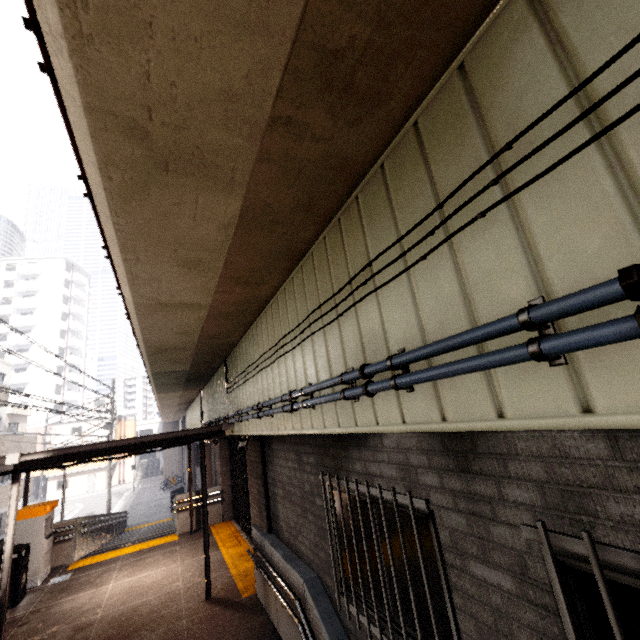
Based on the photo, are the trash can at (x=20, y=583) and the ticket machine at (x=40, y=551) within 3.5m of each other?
yes

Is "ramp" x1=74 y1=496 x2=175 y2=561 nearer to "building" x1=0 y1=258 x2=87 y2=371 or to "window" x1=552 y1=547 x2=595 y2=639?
"window" x1=552 y1=547 x2=595 y2=639

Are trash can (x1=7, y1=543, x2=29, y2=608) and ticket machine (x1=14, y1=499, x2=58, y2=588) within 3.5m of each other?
yes

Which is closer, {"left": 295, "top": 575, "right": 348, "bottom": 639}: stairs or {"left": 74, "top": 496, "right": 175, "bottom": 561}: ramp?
{"left": 295, "top": 575, "right": 348, "bottom": 639}: stairs

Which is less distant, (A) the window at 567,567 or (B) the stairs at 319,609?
(A) the window at 567,567

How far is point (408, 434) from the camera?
2.6 meters

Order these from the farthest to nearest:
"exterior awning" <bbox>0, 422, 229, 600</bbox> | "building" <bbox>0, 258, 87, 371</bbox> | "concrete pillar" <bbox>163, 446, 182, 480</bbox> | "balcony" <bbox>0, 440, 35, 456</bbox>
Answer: "building" <bbox>0, 258, 87, 371</bbox>, "concrete pillar" <bbox>163, 446, 182, 480</bbox>, "balcony" <bbox>0, 440, 35, 456</bbox>, "exterior awning" <bbox>0, 422, 229, 600</bbox>

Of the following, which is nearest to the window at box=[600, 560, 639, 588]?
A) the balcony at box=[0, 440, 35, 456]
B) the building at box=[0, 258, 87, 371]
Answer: the balcony at box=[0, 440, 35, 456]
